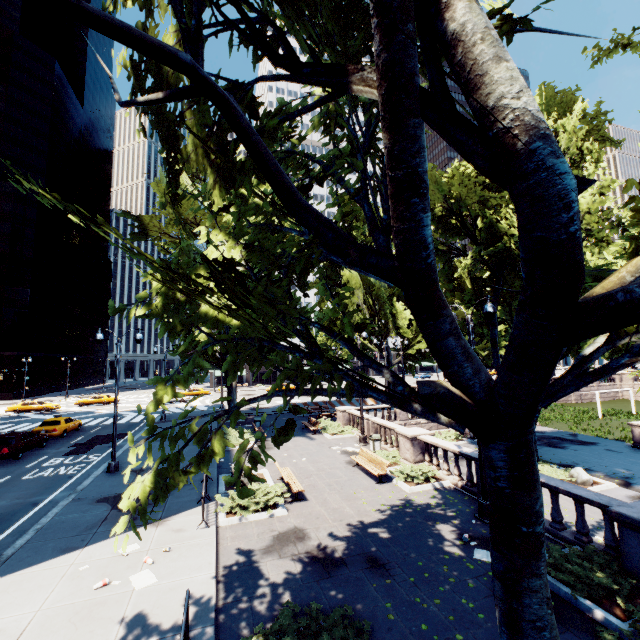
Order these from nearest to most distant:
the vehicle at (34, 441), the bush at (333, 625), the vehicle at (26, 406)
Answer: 1. the bush at (333, 625)
2. the vehicle at (34, 441)
3. the vehicle at (26, 406)

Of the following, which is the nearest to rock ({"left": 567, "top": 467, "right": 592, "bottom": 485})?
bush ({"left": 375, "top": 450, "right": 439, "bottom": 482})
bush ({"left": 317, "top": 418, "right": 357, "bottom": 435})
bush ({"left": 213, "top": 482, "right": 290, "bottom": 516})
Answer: bush ({"left": 375, "top": 450, "right": 439, "bottom": 482})

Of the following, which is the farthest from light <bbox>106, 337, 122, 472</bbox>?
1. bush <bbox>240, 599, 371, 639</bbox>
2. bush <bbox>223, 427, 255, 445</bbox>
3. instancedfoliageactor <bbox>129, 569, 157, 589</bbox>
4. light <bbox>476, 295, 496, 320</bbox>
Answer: light <bbox>476, 295, 496, 320</bbox>

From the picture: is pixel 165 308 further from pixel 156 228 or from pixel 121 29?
pixel 156 228

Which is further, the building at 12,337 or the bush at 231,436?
the building at 12,337

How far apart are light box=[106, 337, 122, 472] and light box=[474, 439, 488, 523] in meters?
15.6 m

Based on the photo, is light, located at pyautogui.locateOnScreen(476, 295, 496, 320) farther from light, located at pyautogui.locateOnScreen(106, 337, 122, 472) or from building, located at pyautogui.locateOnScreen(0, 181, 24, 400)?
building, located at pyautogui.locateOnScreen(0, 181, 24, 400)

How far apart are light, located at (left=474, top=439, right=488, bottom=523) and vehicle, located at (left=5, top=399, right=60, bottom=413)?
49.8 meters
